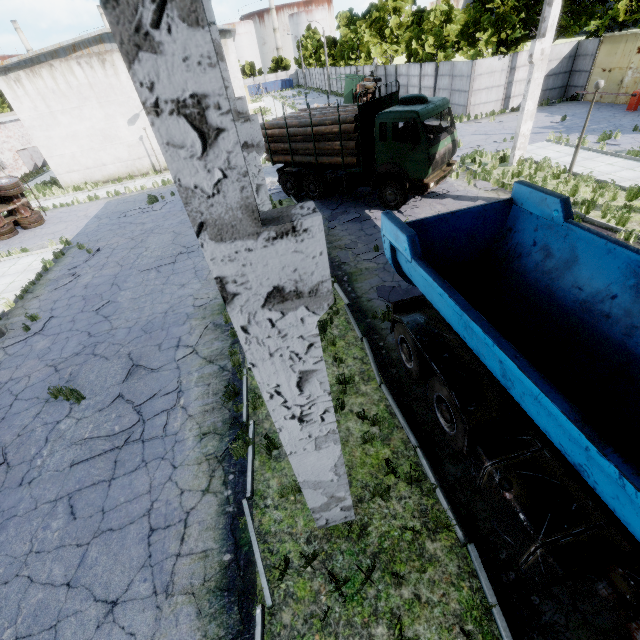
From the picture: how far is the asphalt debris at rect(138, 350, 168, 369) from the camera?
8.4m

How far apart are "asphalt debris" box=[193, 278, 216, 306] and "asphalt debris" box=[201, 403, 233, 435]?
4.3 meters

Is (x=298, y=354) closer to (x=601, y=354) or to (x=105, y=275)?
(x=601, y=354)

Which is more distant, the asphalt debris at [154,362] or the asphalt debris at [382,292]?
the asphalt debris at [382,292]

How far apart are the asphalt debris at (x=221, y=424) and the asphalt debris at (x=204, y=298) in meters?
4.3

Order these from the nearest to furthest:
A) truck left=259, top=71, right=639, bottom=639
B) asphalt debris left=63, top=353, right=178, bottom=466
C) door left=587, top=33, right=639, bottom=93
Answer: truck left=259, top=71, right=639, bottom=639 → asphalt debris left=63, top=353, right=178, bottom=466 → door left=587, top=33, right=639, bottom=93

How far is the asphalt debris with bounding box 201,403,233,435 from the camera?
6.64m
